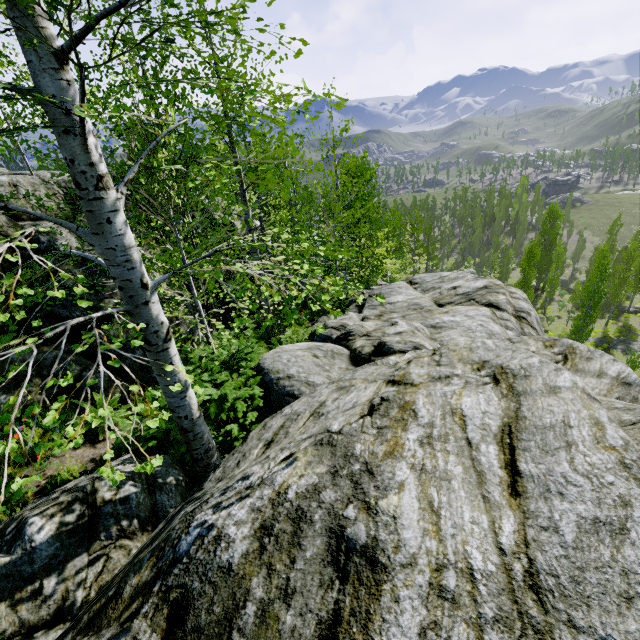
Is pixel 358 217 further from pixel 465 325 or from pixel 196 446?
pixel 196 446

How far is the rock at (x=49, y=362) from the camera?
6.0 meters

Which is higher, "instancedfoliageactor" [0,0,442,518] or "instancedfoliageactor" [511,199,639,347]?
"instancedfoliageactor" [0,0,442,518]

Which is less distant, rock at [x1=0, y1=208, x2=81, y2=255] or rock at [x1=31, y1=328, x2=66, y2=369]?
rock at [x1=31, y1=328, x2=66, y2=369]

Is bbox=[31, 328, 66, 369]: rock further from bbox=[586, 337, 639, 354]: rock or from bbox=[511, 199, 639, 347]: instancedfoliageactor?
Answer: bbox=[586, 337, 639, 354]: rock

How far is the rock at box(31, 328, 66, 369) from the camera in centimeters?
653cm

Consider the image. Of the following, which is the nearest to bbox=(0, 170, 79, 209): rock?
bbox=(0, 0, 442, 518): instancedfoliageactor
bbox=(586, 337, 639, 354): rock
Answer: bbox=(0, 0, 442, 518): instancedfoliageactor

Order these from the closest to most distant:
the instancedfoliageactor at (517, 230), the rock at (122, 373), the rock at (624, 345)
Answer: the rock at (122, 373) < the rock at (624, 345) < the instancedfoliageactor at (517, 230)
